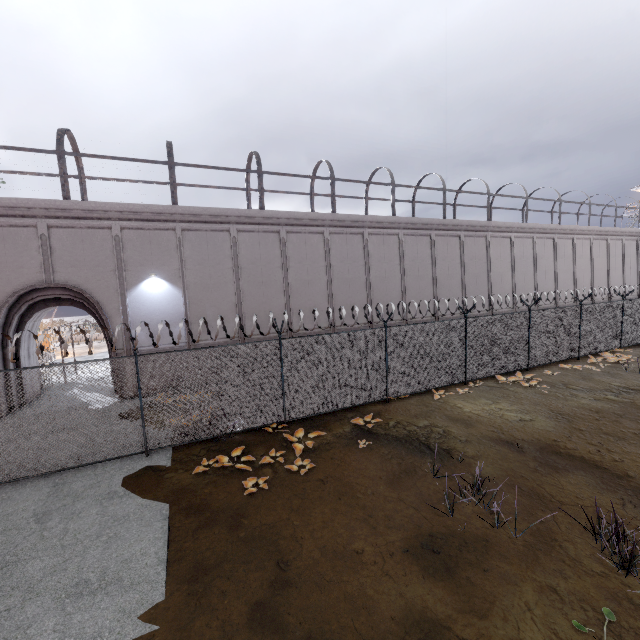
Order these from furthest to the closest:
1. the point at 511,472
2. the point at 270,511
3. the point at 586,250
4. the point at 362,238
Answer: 1. the point at 586,250
2. the point at 362,238
3. the point at 511,472
4. the point at 270,511
